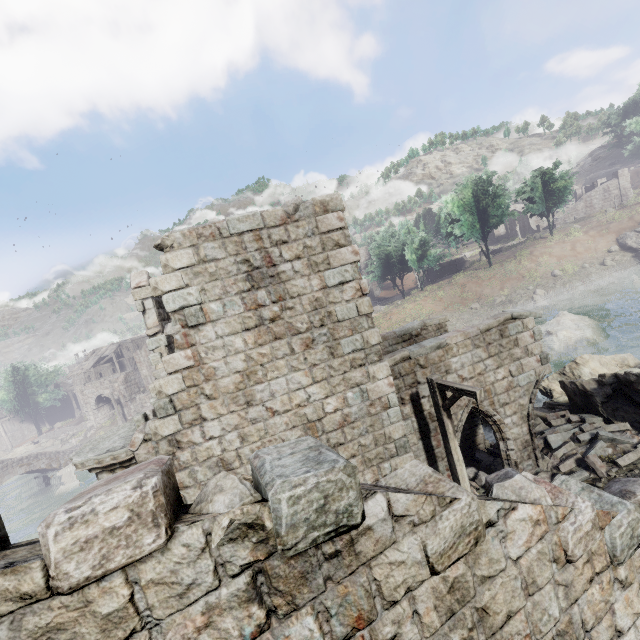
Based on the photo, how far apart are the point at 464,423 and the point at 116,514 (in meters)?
14.20

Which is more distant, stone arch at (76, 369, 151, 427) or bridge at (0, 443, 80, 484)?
stone arch at (76, 369, 151, 427)

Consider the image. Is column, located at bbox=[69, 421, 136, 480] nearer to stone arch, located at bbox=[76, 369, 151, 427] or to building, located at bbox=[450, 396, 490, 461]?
building, located at bbox=[450, 396, 490, 461]

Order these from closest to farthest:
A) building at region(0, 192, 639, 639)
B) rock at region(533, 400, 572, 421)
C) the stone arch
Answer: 1. building at region(0, 192, 639, 639)
2. rock at region(533, 400, 572, 421)
3. the stone arch

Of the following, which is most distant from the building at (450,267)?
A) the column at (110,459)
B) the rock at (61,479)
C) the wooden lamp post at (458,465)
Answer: the rock at (61,479)

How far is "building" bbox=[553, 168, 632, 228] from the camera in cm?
4794

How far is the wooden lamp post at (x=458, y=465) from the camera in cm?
722

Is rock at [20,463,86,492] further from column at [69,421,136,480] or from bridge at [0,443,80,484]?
column at [69,421,136,480]
